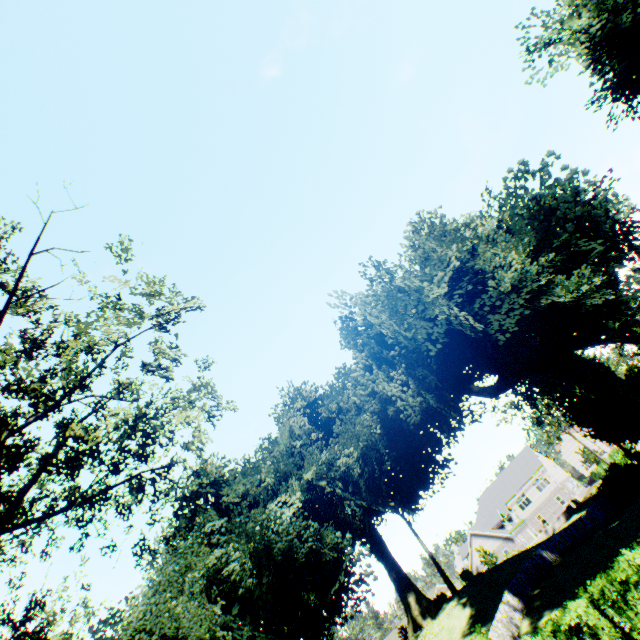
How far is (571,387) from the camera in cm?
2814

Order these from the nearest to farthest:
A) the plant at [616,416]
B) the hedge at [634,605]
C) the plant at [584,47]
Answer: the hedge at [634,605]
the plant at [584,47]
the plant at [616,416]

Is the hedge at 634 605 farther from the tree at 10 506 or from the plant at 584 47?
the tree at 10 506

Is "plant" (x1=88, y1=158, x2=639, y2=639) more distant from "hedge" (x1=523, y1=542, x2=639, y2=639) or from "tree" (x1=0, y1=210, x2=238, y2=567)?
"tree" (x1=0, y1=210, x2=238, y2=567)

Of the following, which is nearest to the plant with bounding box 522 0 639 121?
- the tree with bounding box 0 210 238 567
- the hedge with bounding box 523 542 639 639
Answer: the hedge with bounding box 523 542 639 639

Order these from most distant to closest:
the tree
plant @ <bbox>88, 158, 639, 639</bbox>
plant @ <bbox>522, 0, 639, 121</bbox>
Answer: Answer: plant @ <bbox>88, 158, 639, 639</bbox>, plant @ <bbox>522, 0, 639, 121</bbox>, the tree

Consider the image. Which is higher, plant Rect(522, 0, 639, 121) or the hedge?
plant Rect(522, 0, 639, 121)
